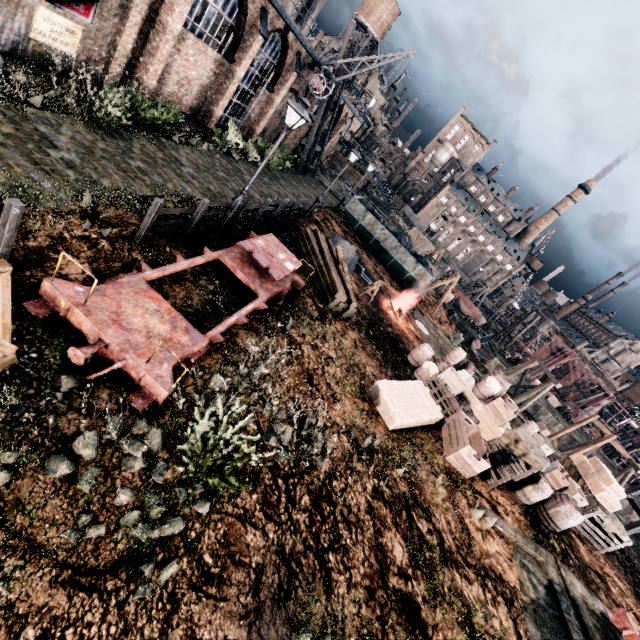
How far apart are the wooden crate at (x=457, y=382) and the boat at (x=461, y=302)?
33.5m

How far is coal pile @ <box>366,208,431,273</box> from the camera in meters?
30.2 m

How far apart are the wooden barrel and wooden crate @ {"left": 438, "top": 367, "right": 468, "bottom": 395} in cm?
137

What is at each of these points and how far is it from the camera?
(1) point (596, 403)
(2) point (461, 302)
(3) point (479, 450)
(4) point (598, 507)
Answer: (1) ship construction, 54.9m
(2) boat, 45.8m
(3) wooden crate, 12.3m
(4) wooden chest, 15.1m

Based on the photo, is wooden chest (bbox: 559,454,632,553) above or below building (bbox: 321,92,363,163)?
below

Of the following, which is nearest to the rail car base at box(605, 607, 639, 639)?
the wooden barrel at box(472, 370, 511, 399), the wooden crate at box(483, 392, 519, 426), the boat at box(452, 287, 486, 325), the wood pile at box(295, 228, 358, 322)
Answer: the wooden crate at box(483, 392, 519, 426)

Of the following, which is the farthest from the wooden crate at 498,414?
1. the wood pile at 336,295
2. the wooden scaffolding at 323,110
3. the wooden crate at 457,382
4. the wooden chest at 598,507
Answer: the wooden scaffolding at 323,110

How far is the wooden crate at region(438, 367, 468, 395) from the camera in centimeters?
1466cm
